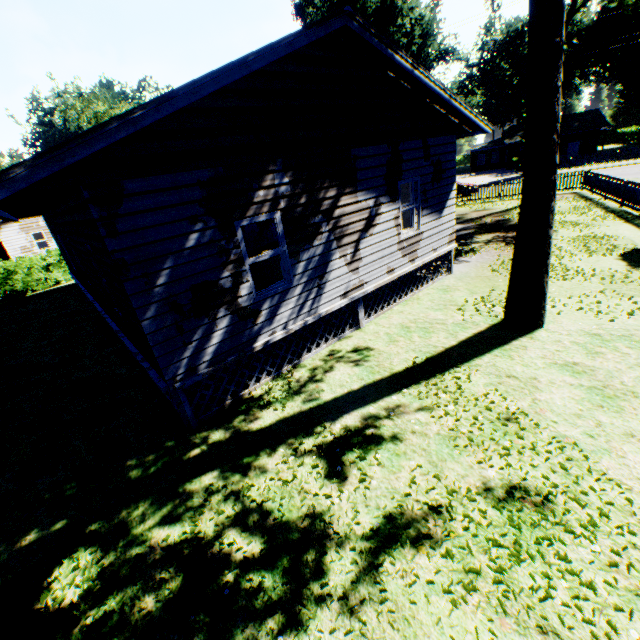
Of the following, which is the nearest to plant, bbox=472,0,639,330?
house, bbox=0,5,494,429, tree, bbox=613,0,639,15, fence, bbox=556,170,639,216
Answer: fence, bbox=556,170,639,216

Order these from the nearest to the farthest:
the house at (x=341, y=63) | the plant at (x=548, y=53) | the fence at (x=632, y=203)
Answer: the house at (x=341, y=63) < the plant at (x=548, y=53) < the fence at (x=632, y=203)

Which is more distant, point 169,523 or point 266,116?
point 266,116

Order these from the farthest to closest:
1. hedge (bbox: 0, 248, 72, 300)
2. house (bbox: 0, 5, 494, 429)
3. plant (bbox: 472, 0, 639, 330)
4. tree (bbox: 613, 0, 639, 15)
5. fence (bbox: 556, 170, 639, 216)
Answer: hedge (bbox: 0, 248, 72, 300)
tree (bbox: 613, 0, 639, 15)
fence (bbox: 556, 170, 639, 216)
plant (bbox: 472, 0, 639, 330)
house (bbox: 0, 5, 494, 429)

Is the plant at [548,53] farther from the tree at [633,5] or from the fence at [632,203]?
the tree at [633,5]

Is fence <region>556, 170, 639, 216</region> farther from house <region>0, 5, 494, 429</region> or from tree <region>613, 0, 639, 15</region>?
house <region>0, 5, 494, 429</region>

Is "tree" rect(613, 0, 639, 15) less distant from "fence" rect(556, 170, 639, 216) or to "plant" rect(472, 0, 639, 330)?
"fence" rect(556, 170, 639, 216)

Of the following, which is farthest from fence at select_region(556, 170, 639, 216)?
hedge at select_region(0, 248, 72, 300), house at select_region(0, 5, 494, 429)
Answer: house at select_region(0, 5, 494, 429)
